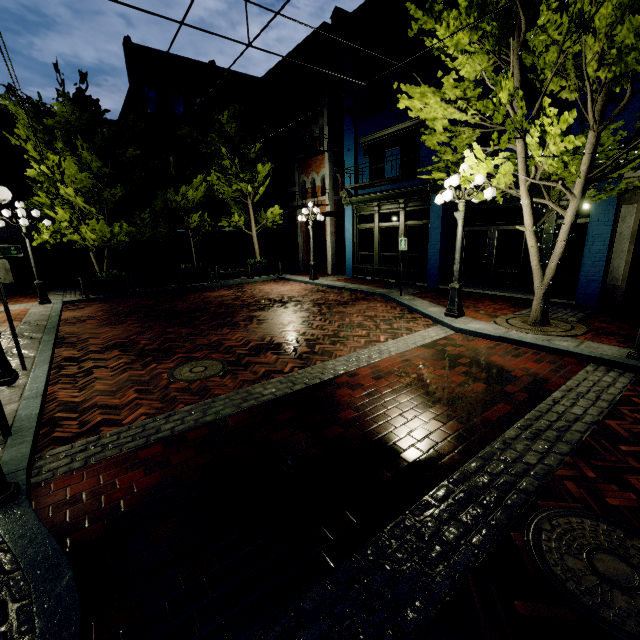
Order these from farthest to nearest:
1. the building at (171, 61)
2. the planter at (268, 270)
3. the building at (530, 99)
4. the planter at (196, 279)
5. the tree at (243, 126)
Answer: the building at (171, 61) < the planter at (268, 270) < the planter at (196, 279) < the tree at (243, 126) < the building at (530, 99)

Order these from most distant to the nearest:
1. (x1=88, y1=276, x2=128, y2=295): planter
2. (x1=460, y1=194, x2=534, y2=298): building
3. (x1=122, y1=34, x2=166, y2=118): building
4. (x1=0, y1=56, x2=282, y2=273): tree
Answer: (x1=122, y1=34, x2=166, y2=118): building
(x1=88, y1=276, x2=128, y2=295): planter
(x1=0, y1=56, x2=282, y2=273): tree
(x1=460, y1=194, x2=534, y2=298): building

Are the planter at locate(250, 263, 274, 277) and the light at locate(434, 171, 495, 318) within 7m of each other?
no

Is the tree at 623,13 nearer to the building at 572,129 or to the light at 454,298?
the building at 572,129

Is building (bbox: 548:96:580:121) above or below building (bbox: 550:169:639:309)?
above

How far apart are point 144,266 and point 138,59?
12.5m

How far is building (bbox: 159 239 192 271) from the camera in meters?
22.6 m

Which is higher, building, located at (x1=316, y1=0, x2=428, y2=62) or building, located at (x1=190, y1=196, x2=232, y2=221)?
building, located at (x1=316, y1=0, x2=428, y2=62)
